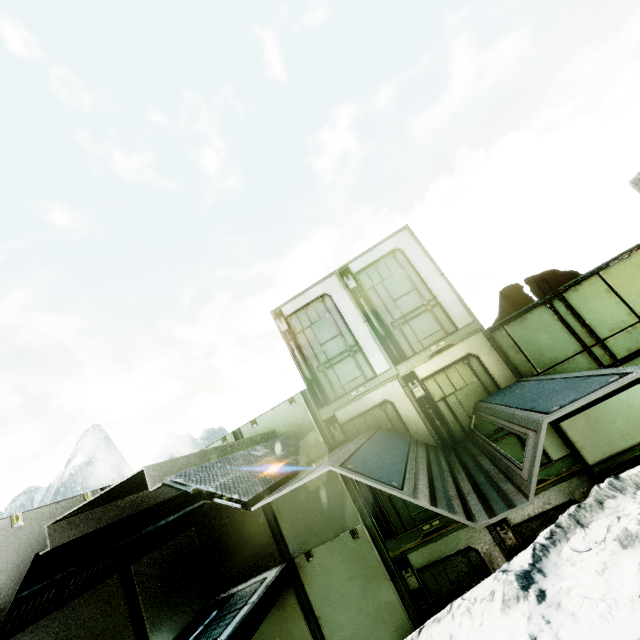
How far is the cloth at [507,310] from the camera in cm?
612

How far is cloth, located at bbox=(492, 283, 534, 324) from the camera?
6.1m

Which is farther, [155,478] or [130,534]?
[130,534]

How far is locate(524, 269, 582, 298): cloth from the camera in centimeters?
598cm

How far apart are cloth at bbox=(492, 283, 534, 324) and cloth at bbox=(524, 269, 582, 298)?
0.06m

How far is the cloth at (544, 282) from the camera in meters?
6.0 m
